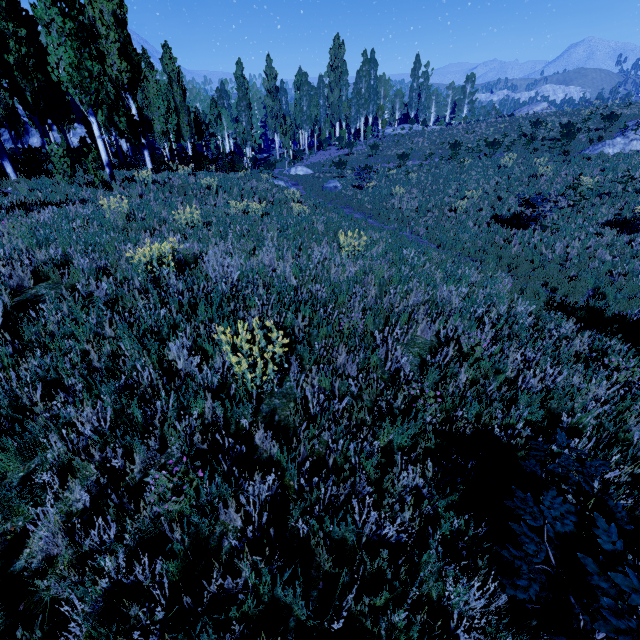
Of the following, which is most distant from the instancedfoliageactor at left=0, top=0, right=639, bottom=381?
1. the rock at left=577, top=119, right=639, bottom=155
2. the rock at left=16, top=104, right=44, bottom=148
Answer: the rock at left=577, top=119, right=639, bottom=155

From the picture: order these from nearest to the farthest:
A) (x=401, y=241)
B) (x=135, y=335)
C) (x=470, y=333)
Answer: (x=135, y=335) < (x=470, y=333) < (x=401, y=241)

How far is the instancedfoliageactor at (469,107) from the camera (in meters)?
42.28

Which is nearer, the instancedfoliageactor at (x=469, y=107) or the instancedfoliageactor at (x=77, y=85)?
the instancedfoliageactor at (x=77, y=85)

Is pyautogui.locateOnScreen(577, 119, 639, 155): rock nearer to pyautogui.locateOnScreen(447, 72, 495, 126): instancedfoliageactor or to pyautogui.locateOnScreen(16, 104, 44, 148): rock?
pyautogui.locateOnScreen(447, 72, 495, 126): instancedfoliageactor

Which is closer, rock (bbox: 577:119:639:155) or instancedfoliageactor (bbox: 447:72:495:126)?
rock (bbox: 577:119:639:155)

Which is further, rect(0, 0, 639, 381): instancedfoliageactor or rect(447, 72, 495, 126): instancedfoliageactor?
rect(447, 72, 495, 126): instancedfoliageactor
